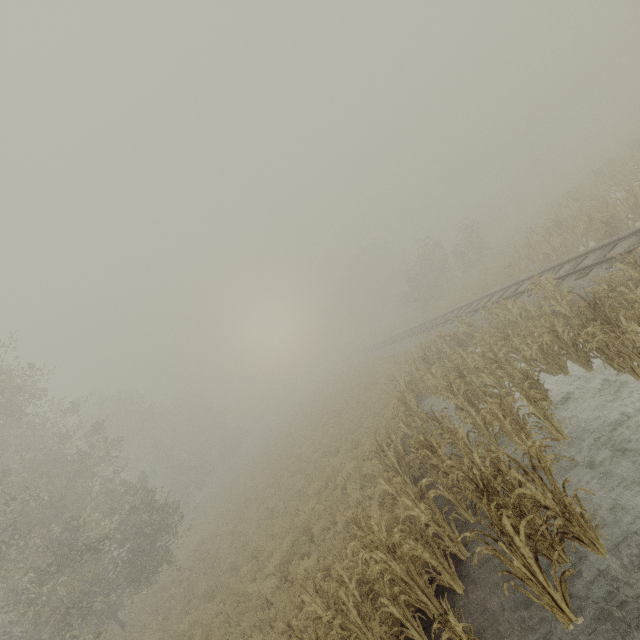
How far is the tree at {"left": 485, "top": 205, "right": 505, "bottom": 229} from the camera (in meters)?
58.39

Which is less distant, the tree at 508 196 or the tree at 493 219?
the tree at 508 196

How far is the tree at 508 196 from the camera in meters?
50.8

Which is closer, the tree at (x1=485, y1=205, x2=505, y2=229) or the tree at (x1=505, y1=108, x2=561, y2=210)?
the tree at (x1=505, y1=108, x2=561, y2=210)

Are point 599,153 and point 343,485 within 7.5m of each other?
no
